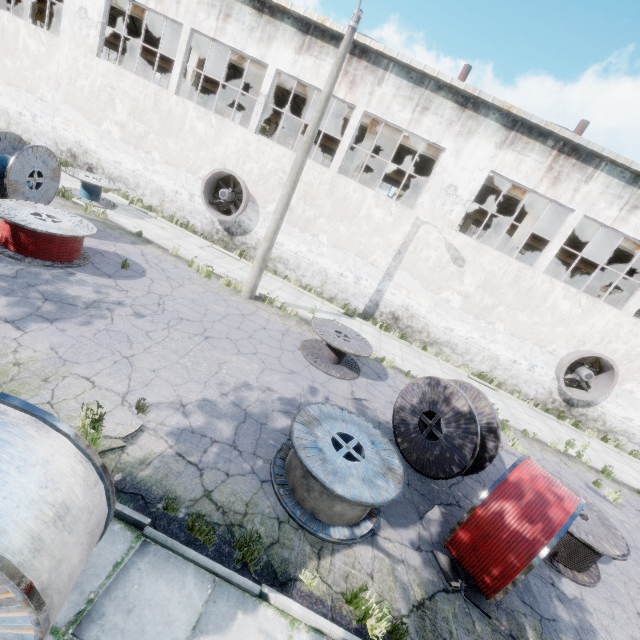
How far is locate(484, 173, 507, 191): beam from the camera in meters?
15.5 m

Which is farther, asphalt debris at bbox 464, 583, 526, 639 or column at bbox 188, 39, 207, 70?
column at bbox 188, 39, 207, 70

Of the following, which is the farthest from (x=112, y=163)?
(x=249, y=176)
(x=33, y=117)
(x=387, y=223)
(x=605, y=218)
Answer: (x=605, y=218)

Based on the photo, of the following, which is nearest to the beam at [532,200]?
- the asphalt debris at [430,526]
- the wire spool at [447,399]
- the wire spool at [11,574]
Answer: the wire spool at [447,399]

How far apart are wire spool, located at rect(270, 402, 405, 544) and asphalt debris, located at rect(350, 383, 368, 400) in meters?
2.1

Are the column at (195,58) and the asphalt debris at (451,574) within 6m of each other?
no

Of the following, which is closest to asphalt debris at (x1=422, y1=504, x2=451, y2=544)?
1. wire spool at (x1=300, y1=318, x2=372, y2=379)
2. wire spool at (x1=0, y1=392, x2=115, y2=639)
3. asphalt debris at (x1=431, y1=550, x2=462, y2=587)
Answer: asphalt debris at (x1=431, y1=550, x2=462, y2=587)

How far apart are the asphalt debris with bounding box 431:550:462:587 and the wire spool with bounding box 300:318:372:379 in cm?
467
